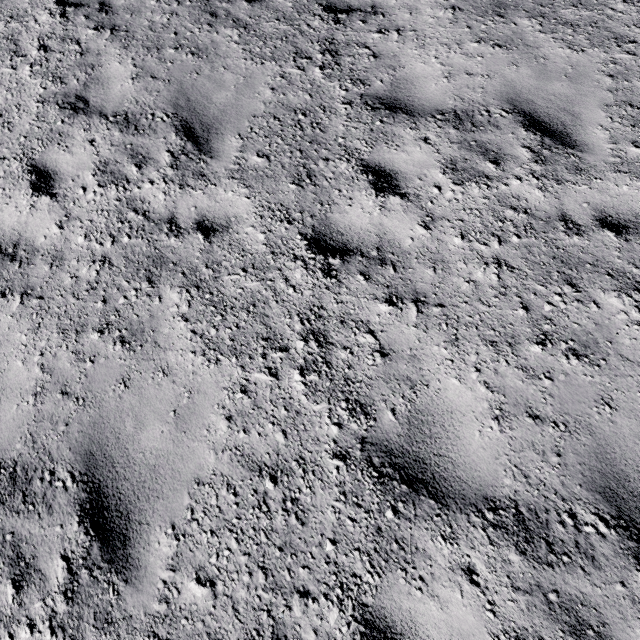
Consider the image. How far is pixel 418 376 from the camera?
2.8 meters
